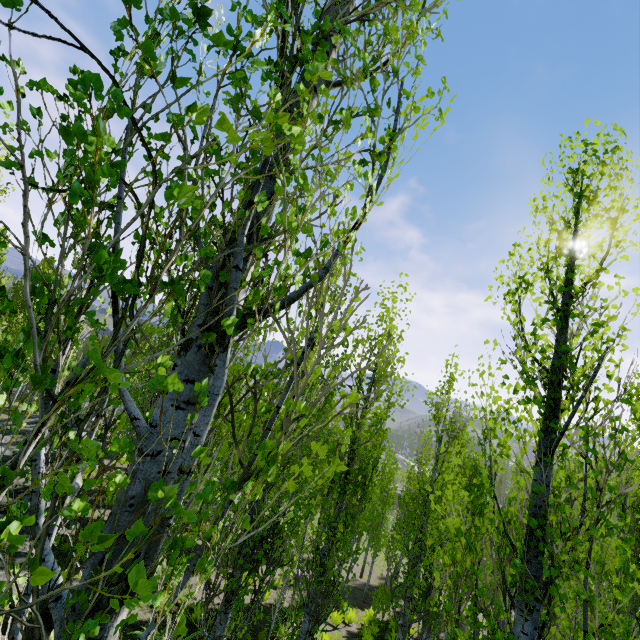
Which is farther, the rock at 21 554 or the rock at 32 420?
the rock at 32 420

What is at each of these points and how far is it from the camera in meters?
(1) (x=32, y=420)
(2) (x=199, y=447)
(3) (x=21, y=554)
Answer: (1) rock, 22.9 m
(2) instancedfoliageactor, 1.4 m
(3) rock, 9.3 m

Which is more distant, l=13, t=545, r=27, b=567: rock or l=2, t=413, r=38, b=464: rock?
l=2, t=413, r=38, b=464: rock

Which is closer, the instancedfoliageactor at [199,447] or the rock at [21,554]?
the instancedfoliageactor at [199,447]

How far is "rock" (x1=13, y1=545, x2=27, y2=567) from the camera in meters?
9.0 m

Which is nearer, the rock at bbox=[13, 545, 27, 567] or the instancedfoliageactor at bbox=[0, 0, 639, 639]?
the instancedfoliageactor at bbox=[0, 0, 639, 639]

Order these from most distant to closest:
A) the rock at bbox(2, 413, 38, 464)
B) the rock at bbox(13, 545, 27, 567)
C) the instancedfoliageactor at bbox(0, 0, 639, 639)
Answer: the rock at bbox(2, 413, 38, 464), the rock at bbox(13, 545, 27, 567), the instancedfoliageactor at bbox(0, 0, 639, 639)
